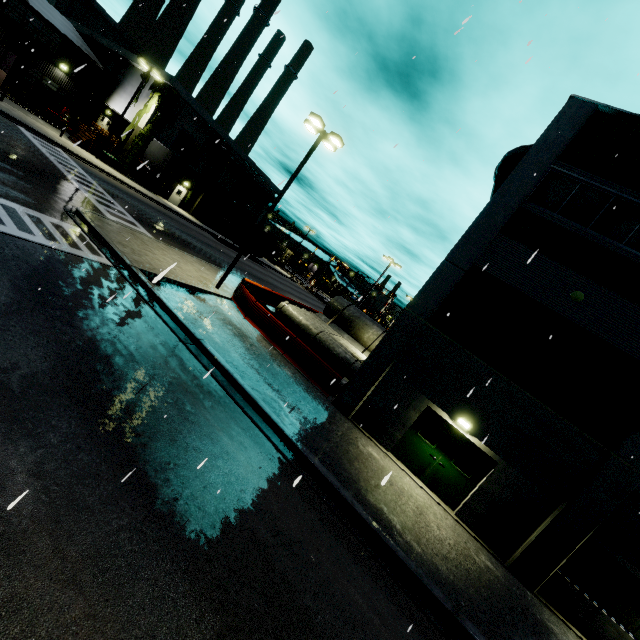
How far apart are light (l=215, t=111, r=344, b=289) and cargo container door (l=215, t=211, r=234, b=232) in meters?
23.7

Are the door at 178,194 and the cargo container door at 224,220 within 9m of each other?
yes

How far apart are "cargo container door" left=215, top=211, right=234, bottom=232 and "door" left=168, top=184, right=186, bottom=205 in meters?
5.2

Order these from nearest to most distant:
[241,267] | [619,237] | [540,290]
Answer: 1. [619,237]
2. [540,290]
3. [241,267]

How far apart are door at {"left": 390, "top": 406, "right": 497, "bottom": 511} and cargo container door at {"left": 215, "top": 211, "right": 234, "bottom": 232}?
33.5m

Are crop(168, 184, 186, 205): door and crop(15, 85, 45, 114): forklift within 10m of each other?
no

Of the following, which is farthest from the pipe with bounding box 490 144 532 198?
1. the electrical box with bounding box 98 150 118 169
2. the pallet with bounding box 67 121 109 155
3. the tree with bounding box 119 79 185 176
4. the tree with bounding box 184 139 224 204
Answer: the pallet with bounding box 67 121 109 155

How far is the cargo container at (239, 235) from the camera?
39.0 meters
